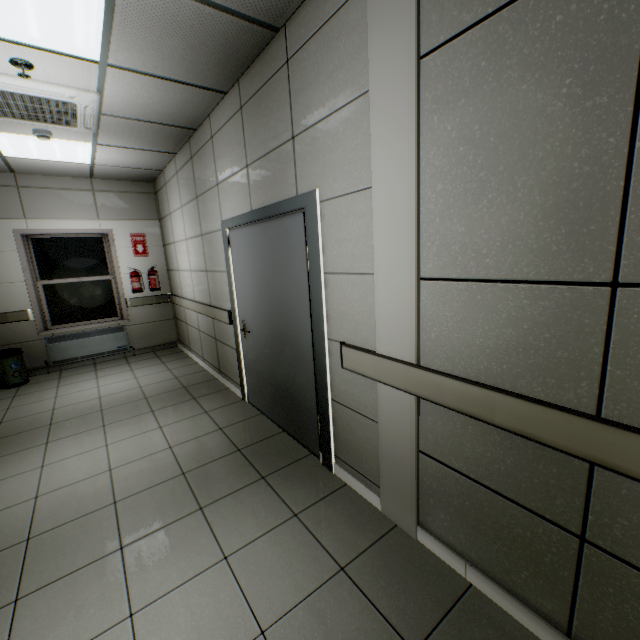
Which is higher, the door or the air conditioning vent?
the air conditioning vent

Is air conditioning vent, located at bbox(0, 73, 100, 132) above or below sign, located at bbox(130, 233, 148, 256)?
above

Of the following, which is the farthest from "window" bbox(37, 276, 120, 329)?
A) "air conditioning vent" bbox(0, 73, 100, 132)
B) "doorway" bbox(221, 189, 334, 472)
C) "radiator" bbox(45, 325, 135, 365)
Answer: "doorway" bbox(221, 189, 334, 472)

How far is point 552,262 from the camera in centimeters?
119cm

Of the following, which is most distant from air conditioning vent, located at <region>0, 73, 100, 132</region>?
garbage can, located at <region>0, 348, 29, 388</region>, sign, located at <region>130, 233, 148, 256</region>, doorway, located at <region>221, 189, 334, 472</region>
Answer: garbage can, located at <region>0, 348, 29, 388</region>

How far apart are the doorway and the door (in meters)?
0.01

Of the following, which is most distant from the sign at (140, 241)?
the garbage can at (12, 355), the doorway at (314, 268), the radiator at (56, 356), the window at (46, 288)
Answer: the doorway at (314, 268)

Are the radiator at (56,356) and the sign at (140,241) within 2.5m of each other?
yes
